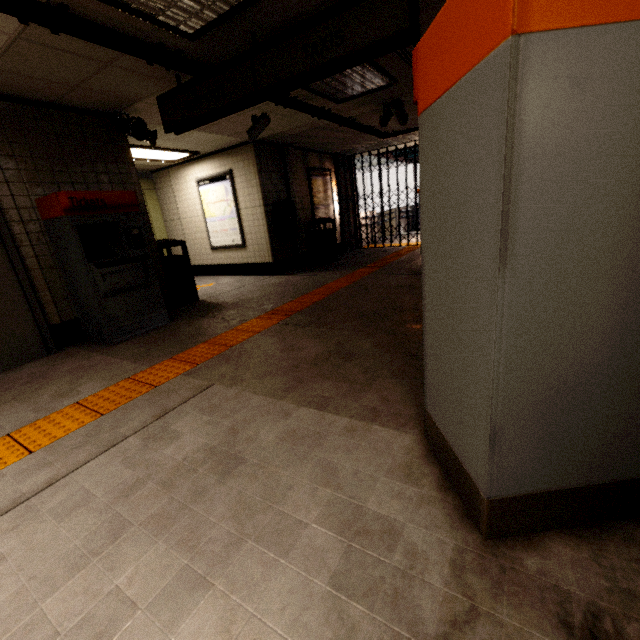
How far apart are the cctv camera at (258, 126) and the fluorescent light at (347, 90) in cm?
103

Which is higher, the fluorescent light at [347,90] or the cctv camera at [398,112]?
the fluorescent light at [347,90]

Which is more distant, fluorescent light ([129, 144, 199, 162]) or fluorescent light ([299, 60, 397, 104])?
fluorescent light ([129, 144, 199, 162])

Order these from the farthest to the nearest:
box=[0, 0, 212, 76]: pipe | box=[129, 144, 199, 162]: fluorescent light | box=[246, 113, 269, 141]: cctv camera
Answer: box=[129, 144, 199, 162]: fluorescent light < box=[246, 113, 269, 141]: cctv camera < box=[0, 0, 212, 76]: pipe

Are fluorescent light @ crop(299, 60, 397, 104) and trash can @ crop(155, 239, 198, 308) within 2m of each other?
no

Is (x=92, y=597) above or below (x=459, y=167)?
below

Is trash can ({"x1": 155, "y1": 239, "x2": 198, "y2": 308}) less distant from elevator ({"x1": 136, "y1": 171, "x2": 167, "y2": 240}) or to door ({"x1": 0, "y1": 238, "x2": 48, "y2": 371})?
door ({"x1": 0, "y1": 238, "x2": 48, "y2": 371})

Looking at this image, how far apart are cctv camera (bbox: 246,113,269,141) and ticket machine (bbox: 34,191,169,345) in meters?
2.3 m
